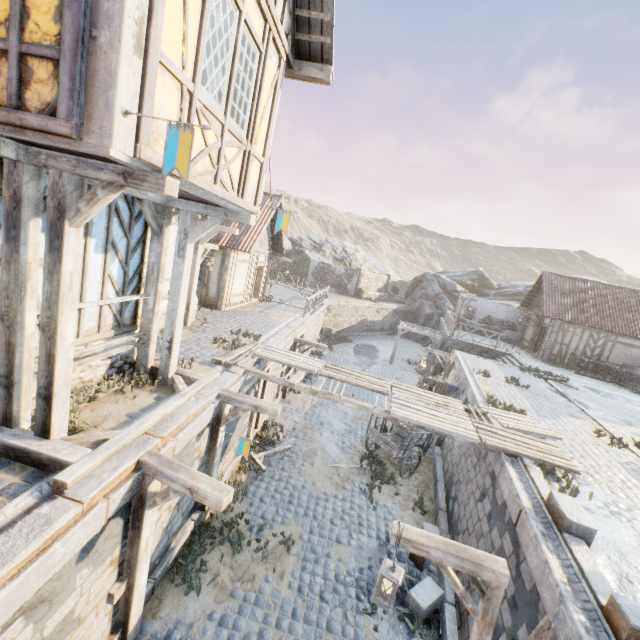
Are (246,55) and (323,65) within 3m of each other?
yes

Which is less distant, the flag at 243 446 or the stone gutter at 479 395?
the flag at 243 446

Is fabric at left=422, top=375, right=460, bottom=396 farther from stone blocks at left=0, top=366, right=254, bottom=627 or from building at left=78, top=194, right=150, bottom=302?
building at left=78, top=194, right=150, bottom=302

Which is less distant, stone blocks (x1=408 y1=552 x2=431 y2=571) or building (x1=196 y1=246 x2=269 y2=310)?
stone blocks (x1=408 y1=552 x2=431 y2=571)

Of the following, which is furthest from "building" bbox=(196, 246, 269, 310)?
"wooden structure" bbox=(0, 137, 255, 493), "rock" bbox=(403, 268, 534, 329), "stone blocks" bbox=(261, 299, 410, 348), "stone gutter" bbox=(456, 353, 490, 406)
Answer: "rock" bbox=(403, 268, 534, 329)

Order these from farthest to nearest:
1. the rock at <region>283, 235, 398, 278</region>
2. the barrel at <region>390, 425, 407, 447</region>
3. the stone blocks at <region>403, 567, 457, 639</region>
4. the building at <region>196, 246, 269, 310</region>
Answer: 1. the rock at <region>283, 235, 398, 278</region>
2. the building at <region>196, 246, 269, 310</region>
3. the barrel at <region>390, 425, 407, 447</region>
4. the stone blocks at <region>403, 567, 457, 639</region>

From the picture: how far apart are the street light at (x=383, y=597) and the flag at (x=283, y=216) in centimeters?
552cm

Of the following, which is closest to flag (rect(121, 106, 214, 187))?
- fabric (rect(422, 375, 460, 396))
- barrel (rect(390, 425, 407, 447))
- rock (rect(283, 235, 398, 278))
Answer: barrel (rect(390, 425, 407, 447))
